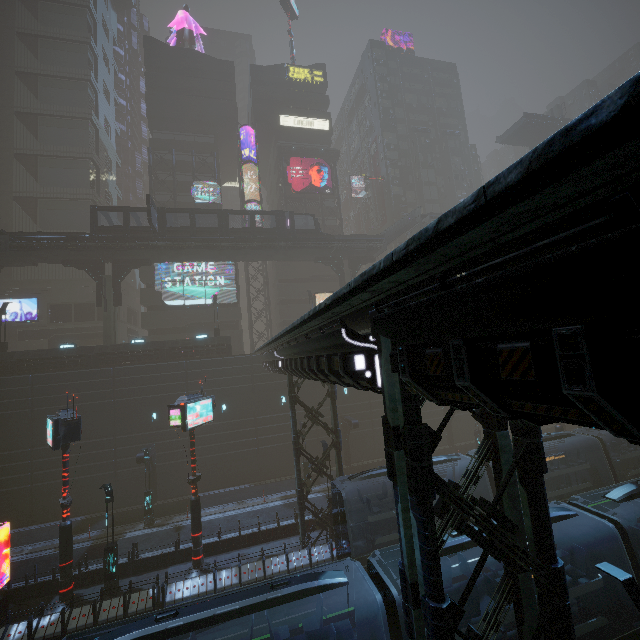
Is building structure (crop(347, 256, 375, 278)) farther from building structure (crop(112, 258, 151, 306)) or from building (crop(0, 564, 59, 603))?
building structure (crop(112, 258, 151, 306))

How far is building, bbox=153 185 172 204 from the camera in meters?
42.8

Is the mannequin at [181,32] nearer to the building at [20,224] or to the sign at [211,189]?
the building at [20,224]

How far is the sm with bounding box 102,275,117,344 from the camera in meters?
31.2 m

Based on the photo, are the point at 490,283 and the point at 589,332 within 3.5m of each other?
yes

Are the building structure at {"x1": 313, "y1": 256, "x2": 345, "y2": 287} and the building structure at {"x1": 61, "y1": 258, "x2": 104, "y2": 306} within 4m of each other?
no

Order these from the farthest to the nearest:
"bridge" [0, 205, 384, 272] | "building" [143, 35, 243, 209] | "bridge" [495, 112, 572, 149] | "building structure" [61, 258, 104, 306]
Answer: "bridge" [495, 112, 572, 149]
"building" [143, 35, 243, 209]
"building structure" [61, 258, 104, 306]
"bridge" [0, 205, 384, 272]

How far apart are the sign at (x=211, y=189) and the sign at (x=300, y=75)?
21.0 meters
